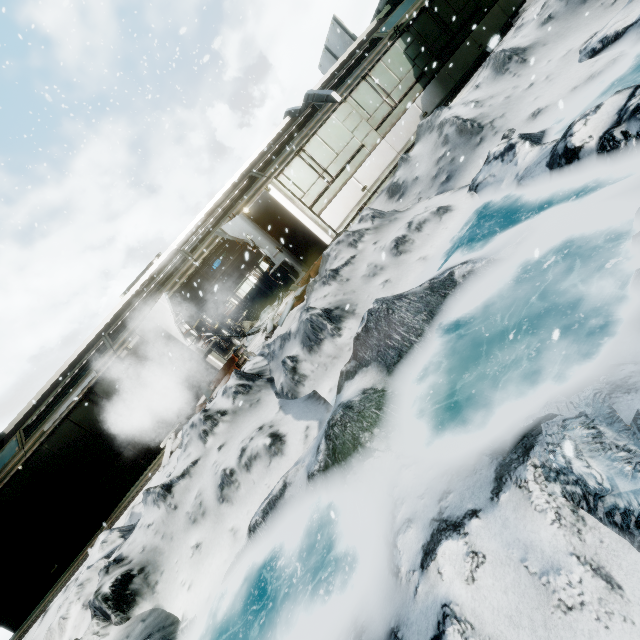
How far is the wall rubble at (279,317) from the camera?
8.32m

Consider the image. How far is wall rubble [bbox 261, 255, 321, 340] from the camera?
8.3 meters

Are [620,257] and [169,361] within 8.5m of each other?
no

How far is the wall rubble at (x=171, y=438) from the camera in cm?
829

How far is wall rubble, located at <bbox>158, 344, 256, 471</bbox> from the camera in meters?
8.3 m
